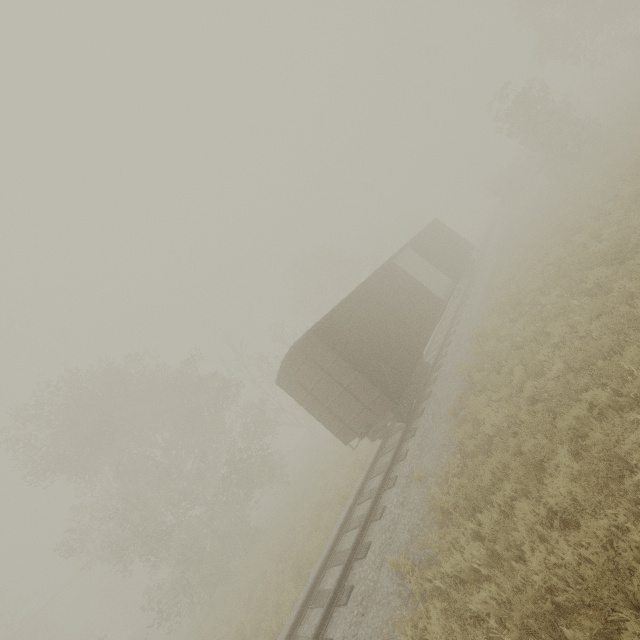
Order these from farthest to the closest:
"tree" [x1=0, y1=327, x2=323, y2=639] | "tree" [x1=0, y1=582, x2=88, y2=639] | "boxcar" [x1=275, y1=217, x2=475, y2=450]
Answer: "tree" [x1=0, y1=582, x2=88, y2=639] → "tree" [x1=0, y1=327, x2=323, y2=639] → "boxcar" [x1=275, y1=217, x2=475, y2=450]

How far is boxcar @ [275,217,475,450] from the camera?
10.6 meters

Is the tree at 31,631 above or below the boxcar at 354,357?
above

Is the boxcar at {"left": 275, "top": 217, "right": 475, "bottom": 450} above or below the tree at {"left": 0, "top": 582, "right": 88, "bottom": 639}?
below

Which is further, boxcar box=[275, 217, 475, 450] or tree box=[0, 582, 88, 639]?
tree box=[0, 582, 88, 639]

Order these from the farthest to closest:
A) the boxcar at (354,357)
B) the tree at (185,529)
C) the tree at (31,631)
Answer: the tree at (31,631) → the tree at (185,529) → the boxcar at (354,357)

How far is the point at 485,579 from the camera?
5.2 meters

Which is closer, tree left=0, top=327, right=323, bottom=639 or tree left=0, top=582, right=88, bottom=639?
tree left=0, top=327, right=323, bottom=639
